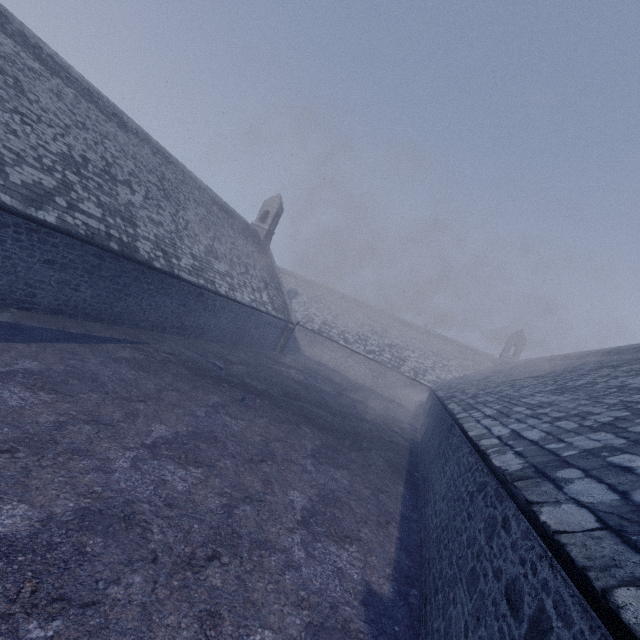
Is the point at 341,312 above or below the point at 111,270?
above
